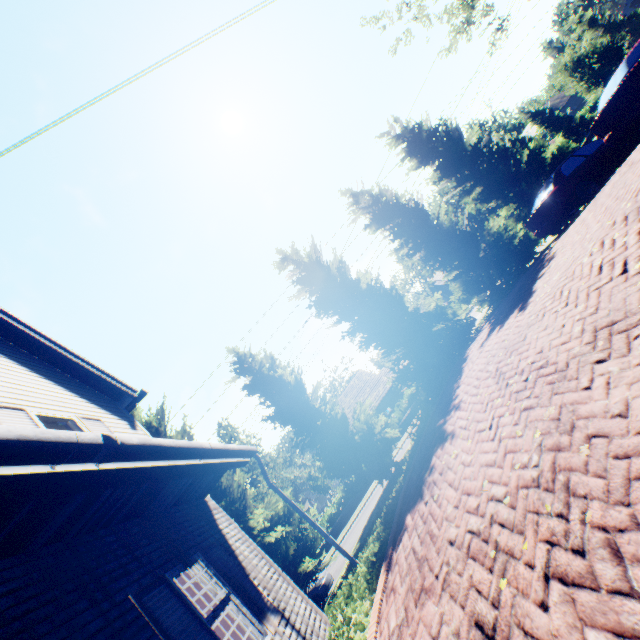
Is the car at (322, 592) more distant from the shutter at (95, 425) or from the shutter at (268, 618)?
the shutter at (95, 425)

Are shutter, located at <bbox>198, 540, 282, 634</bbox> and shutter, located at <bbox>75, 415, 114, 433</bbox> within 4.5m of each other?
yes

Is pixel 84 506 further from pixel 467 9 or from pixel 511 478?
pixel 467 9

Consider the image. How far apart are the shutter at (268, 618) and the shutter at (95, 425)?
1.8 meters

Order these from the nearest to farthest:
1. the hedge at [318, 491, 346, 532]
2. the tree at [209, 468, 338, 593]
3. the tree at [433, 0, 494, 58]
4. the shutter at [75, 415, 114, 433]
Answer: the shutter at [75, 415, 114, 433] < the tree at [209, 468, 338, 593] < the tree at [433, 0, 494, 58] < the hedge at [318, 491, 346, 532]

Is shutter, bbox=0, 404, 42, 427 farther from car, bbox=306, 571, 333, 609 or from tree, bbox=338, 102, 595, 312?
car, bbox=306, 571, 333, 609

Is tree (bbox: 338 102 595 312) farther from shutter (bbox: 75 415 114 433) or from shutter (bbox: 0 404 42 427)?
shutter (bbox: 0 404 42 427)

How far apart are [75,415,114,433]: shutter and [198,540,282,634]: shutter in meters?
1.8 m
